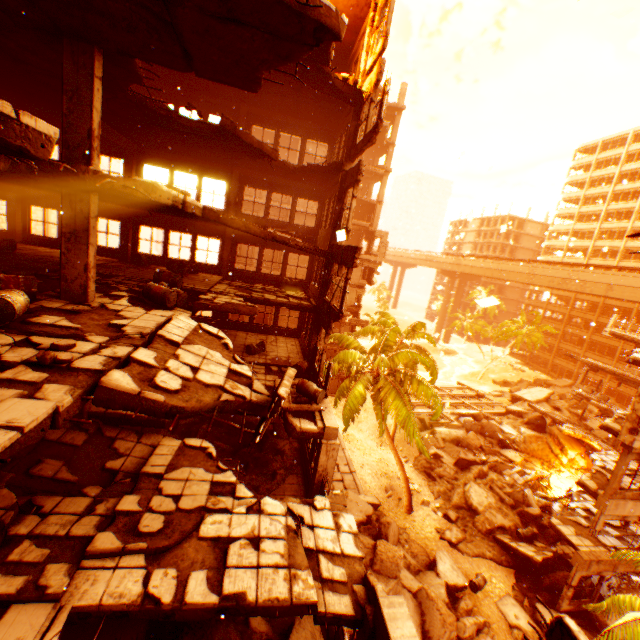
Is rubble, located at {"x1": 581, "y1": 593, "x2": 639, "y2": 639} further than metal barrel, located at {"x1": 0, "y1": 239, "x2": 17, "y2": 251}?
No

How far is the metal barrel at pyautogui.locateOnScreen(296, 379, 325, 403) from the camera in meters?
10.7 m

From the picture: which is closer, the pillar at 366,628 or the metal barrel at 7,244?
the pillar at 366,628

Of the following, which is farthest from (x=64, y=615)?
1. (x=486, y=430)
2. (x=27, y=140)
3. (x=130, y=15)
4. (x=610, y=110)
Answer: (x=610, y=110)

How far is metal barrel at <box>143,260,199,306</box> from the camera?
9.9m

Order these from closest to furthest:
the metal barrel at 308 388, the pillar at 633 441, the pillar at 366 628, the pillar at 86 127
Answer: the pillar at 366 628 → the pillar at 86 127 → the metal barrel at 308 388 → the pillar at 633 441

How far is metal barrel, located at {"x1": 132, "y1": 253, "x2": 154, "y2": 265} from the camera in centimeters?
1573cm

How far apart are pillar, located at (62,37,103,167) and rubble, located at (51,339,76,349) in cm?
427
